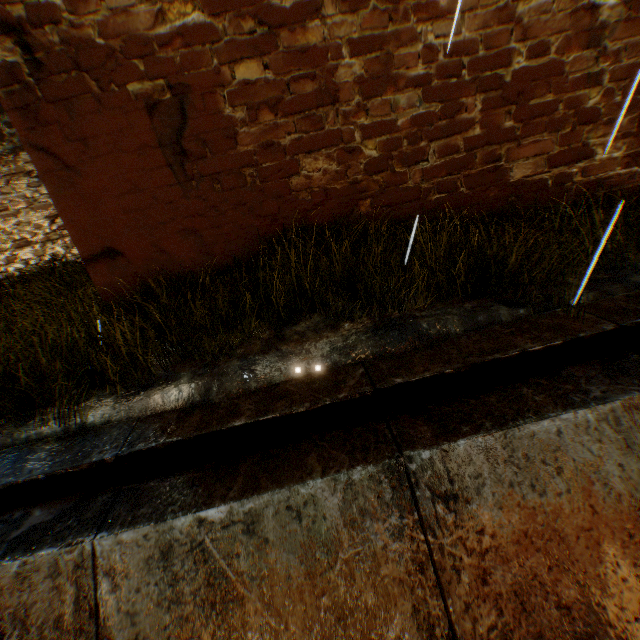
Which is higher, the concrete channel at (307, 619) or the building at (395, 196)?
the building at (395, 196)

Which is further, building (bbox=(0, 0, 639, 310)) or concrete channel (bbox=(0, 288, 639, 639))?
building (bbox=(0, 0, 639, 310))

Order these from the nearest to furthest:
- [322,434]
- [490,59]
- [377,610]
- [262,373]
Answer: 1. [377,610]
2. [322,434]
3. [262,373]
4. [490,59]

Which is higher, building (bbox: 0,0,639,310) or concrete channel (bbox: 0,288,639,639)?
building (bbox: 0,0,639,310)

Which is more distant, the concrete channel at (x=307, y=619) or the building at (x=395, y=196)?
the building at (x=395, y=196)
